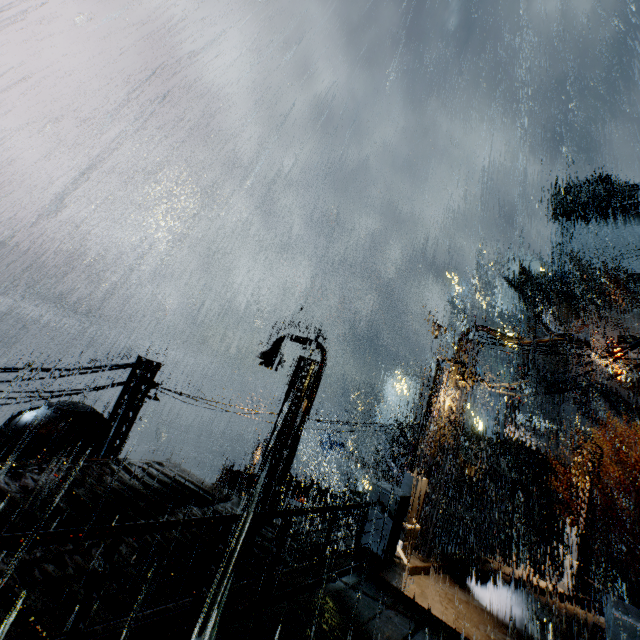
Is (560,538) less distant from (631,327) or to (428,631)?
(631,327)

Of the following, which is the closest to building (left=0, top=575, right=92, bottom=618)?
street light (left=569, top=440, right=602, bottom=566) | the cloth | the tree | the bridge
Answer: the bridge

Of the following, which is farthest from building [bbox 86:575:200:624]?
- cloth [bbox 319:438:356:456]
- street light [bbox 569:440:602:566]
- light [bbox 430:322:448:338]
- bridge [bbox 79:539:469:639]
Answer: cloth [bbox 319:438:356:456]

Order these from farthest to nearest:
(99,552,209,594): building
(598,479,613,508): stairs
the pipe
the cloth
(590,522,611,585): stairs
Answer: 1. the cloth
2. (598,479,613,508): stairs
3. (590,522,611,585): stairs
4. the pipe
5. (99,552,209,594): building

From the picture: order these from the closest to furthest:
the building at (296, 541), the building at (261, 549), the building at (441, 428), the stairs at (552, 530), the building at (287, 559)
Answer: the building at (261, 549), the building at (287, 559), the building at (296, 541), the building at (441, 428), the stairs at (552, 530)

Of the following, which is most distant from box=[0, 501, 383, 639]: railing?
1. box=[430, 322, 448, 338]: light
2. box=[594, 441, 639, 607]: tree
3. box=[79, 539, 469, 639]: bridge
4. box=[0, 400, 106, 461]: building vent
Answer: box=[594, 441, 639, 607]: tree

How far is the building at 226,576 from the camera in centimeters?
659cm

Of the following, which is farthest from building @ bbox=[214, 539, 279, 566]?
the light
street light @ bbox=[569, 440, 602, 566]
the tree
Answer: the tree
